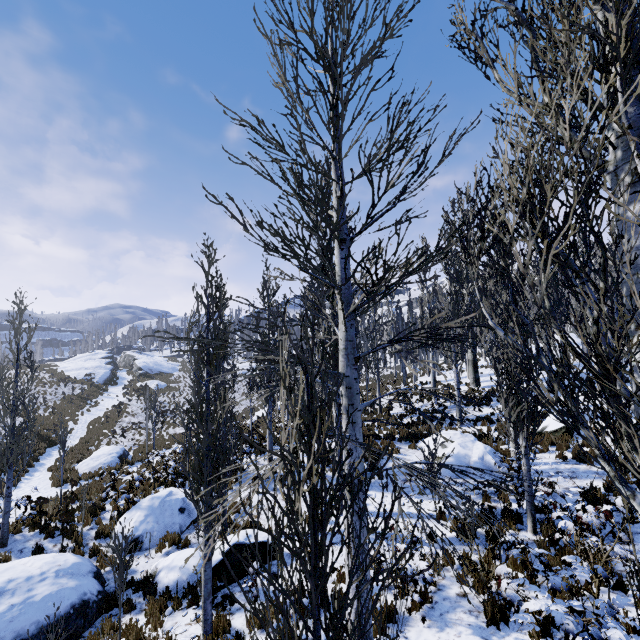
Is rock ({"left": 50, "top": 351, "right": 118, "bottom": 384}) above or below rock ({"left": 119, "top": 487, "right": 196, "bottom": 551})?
above

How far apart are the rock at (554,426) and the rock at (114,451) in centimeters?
2124cm

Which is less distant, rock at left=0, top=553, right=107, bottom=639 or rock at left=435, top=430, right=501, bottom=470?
rock at left=0, top=553, right=107, bottom=639

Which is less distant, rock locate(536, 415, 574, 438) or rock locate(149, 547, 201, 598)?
rock locate(149, 547, 201, 598)

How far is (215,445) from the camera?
6.6m

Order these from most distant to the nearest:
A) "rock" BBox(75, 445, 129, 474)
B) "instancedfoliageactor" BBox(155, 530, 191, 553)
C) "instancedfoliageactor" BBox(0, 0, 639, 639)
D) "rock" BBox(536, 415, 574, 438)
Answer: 1. "rock" BBox(75, 445, 129, 474)
2. "rock" BBox(536, 415, 574, 438)
3. "instancedfoliageactor" BBox(155, 530, 191, 553)
4. "instancedfoliageactor" BBox(0, 0, 639, 639)

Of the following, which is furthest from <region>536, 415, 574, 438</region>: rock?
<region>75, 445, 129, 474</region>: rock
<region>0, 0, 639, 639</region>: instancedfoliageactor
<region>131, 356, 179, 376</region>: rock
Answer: <region>131, 356, 179, 376</region>: rock

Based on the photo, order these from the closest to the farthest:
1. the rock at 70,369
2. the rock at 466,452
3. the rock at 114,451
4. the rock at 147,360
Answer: the rock at 466,452, the rock at 114,451, the rock at 70,369, the rock at 147,360
